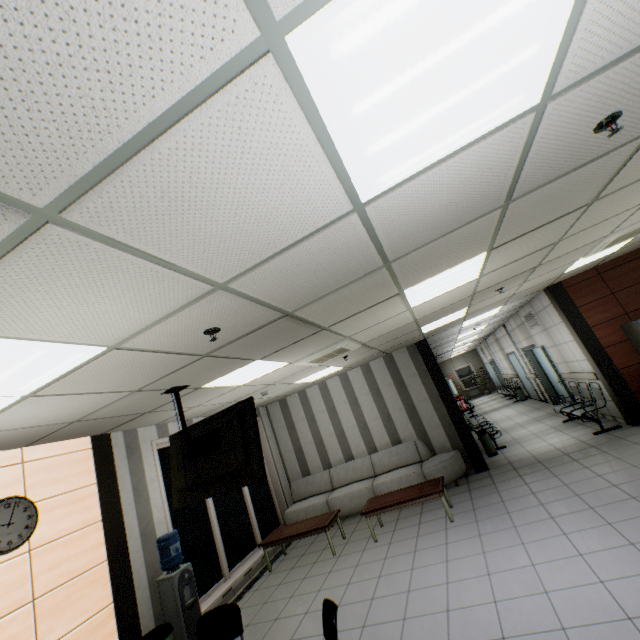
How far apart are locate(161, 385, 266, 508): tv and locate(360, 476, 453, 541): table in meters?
3.5

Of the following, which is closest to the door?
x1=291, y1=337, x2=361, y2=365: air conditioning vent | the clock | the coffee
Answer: the coffee

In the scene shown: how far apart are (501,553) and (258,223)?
5.0 meters

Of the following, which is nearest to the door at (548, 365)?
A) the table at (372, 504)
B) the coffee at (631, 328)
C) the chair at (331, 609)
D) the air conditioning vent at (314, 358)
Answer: the coffee at (631, 328)

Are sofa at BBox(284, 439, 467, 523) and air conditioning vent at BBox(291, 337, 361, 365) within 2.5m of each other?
no

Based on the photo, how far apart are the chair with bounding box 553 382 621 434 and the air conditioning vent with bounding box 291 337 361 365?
5.36m

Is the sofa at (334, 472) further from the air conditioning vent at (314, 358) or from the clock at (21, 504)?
the clock at (21, 504)

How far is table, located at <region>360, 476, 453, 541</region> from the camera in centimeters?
559cm
